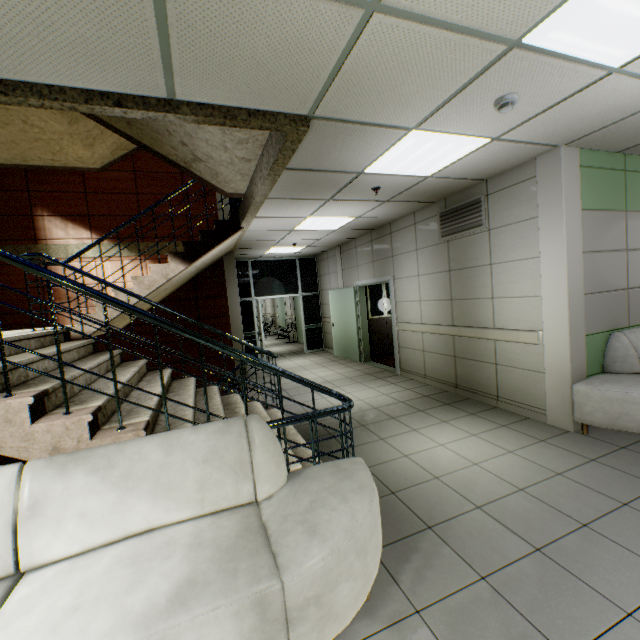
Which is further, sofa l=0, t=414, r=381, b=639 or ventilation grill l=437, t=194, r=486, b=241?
ventilation grill l=437, t=194, r=486, b=241

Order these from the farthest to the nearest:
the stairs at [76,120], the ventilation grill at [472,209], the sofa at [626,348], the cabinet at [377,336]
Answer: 1. the cabinet at [377,336]
2. the ventilation grill at [472,209]
3. the sofa at [626,348]
4. the stairs at [76,120]

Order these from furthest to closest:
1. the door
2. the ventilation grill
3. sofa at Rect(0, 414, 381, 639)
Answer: the door < the ventilation grill < sofa at Rect(0, 414, 381, 639)

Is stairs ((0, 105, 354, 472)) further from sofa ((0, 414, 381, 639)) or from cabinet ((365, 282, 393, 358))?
cabinet ((365, 282, 393, 358))

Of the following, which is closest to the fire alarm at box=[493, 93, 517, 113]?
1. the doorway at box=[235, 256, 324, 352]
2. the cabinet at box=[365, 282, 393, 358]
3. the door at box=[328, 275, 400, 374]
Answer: the door at box=[328, 275, 400, 374]

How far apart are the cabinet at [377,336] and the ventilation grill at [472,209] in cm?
340

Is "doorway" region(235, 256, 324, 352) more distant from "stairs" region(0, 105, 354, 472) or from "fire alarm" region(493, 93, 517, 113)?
"fire alarm" region(493, 93, 517, 113)

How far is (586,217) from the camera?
3.8 meters
